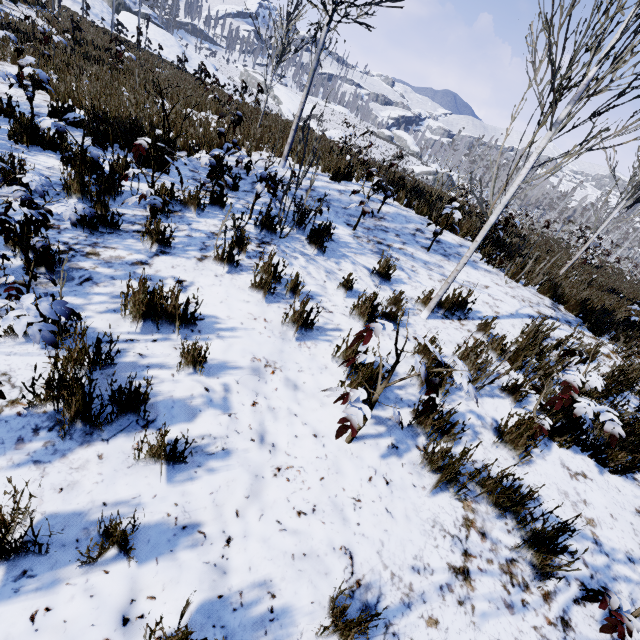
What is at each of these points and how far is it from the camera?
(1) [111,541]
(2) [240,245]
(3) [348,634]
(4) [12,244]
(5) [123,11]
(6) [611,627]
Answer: (1) instancedfoliageactor, 1.51m
(2) instancedfoliageactor, 4.01m
(3) instancedfoliageactor, 1.48m
(4) instancedfoliageactor, 2.93m
(5) rock, 32.44m
(6) instancedfoliageactor, 1.83m

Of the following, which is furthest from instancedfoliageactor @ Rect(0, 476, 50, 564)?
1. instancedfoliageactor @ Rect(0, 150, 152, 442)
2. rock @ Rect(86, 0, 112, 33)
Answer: rock @ Rect(86, 0, 112, 33)

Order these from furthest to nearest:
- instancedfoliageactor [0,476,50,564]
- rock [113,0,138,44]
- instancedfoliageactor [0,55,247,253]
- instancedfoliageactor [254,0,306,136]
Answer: rock [113,0,138,44] < instancedfoliageactor [254,0,306,136] < instancedfoliageactor [0,55,247,253] < instancedfoliageactor [0,476,50,564]

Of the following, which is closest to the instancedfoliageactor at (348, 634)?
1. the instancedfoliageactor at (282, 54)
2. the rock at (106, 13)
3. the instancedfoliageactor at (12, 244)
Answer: the instancedfoliageactor at (12, 244)

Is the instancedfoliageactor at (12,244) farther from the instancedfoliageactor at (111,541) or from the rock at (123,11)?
the rock at (123,11)

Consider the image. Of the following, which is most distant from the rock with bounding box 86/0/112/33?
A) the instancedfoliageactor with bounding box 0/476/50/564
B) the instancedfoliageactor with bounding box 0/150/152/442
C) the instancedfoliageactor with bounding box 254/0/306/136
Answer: the instancedfoliageactor with bounding box 0/150/152/442

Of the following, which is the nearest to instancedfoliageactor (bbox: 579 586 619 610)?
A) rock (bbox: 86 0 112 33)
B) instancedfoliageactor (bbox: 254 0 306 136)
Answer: instancedfoliageactor (bbox: 254 0 306 136)

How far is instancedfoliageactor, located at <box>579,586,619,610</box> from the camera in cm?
189
